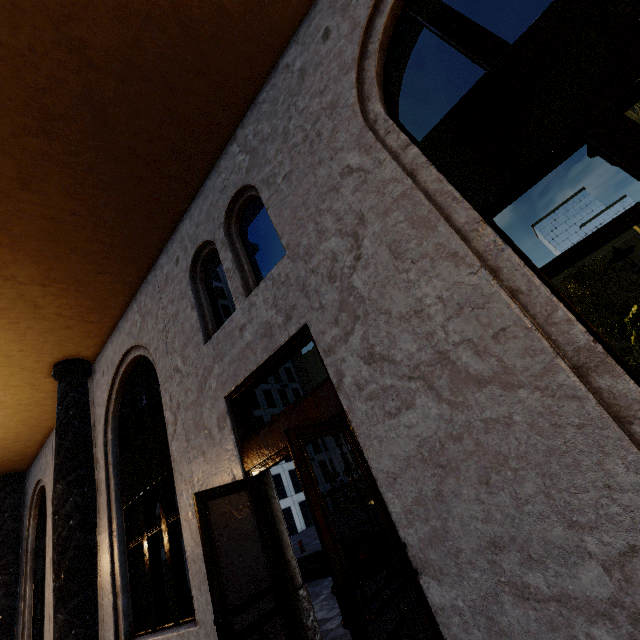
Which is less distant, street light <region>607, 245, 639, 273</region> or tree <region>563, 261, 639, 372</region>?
street light <region>607, 245, 639, 273</region>

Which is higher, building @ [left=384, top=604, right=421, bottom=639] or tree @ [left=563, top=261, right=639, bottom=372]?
tree @ [left=563, top=261, right=639, bottom=372]

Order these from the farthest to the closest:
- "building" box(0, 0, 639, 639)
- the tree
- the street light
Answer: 1. the tree
2. the street light
3. "building" box(0, 0, 639, 639)

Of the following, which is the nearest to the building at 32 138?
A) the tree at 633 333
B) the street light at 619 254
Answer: the street light at 619 254

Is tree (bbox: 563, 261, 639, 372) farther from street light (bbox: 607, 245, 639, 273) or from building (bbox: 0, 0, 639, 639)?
building (bbox: 0, 0, 639, 639)

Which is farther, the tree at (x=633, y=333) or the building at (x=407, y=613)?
the tree at (x=633, y=333)

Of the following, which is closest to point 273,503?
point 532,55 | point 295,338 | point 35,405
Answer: point 295,338
